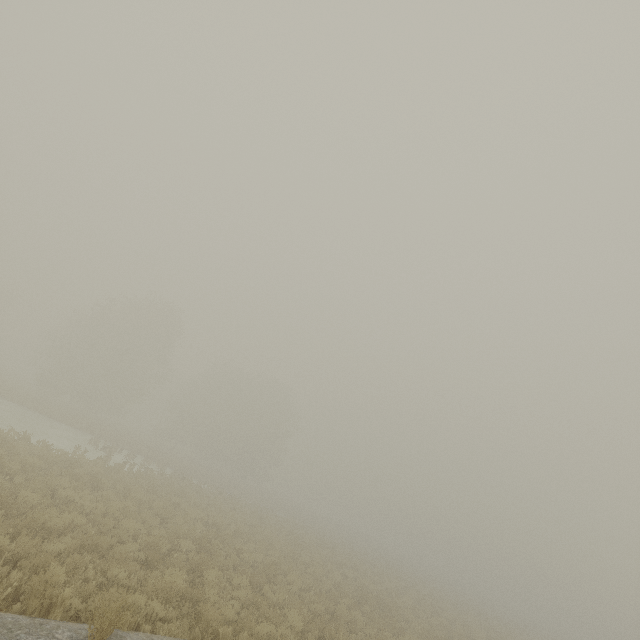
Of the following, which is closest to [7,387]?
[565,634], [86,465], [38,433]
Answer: [38,433]
